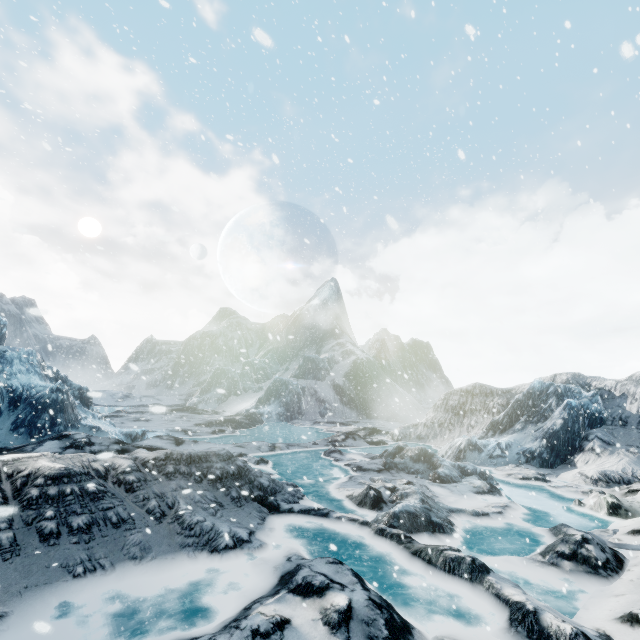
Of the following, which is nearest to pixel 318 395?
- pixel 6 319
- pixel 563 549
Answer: pixel 6 319
